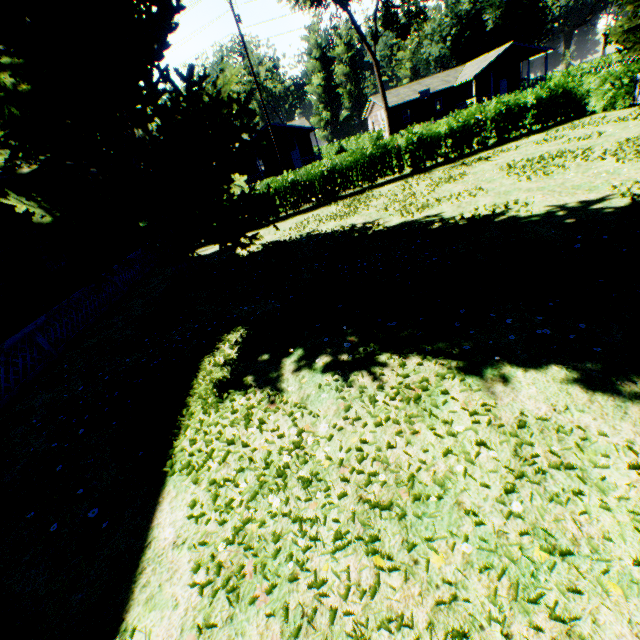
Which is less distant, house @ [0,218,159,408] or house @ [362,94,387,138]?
house @ [0,218,159,408]

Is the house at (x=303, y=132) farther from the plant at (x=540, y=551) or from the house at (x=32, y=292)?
the plant at (x=540, y=551)

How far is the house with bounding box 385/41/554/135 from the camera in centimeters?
4134cm

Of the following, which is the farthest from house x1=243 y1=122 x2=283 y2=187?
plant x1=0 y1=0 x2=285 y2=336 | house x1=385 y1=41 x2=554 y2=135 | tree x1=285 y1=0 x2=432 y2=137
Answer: plant x1=0 y1=0 x2=285 y2=336

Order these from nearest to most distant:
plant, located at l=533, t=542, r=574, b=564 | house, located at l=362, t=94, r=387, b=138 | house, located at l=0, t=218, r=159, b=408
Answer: plant, located at l=533, t=542, r=574, b=564 < house, located at l=0, t=218, r=159, b=408 < house, located at l=362, t=94, r=387, b=138

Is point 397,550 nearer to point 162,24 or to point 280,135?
point 162,24

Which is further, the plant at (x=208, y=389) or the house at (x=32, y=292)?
the house at (x=32, y=292)

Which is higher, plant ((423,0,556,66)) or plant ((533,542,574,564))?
plant ((423,0,556,66))
